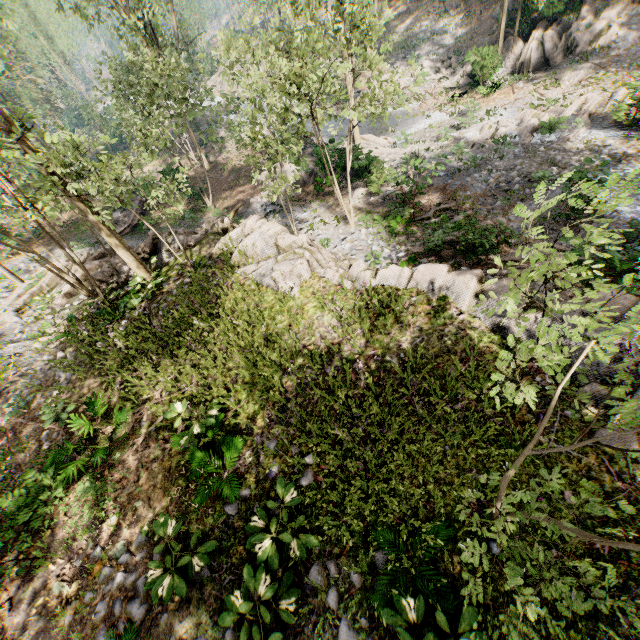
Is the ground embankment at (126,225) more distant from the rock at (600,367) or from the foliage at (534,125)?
the rock at (600,367)

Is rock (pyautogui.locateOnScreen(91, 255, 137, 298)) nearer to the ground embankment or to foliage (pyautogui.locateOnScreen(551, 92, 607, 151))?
foliage (pyautogui.locateOnScreen(551, 92, 607, 151))

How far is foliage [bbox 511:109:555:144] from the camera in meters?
18.5 m

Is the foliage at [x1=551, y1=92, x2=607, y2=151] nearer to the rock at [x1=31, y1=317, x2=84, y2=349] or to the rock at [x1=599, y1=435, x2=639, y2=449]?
the rock at [x1=599, y1=435, x2=639, y2=449]

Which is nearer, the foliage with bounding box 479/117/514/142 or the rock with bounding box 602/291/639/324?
the rock with bounding box 602/291/639/324

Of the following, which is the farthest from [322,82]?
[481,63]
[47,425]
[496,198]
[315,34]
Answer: [481,63]

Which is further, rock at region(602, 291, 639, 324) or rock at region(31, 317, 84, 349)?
rock at region(31, 317, 84, 349)

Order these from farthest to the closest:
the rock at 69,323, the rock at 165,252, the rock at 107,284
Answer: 1. the rock at 165,252
2. the rock at 107,284
3. the rock at 69,323
